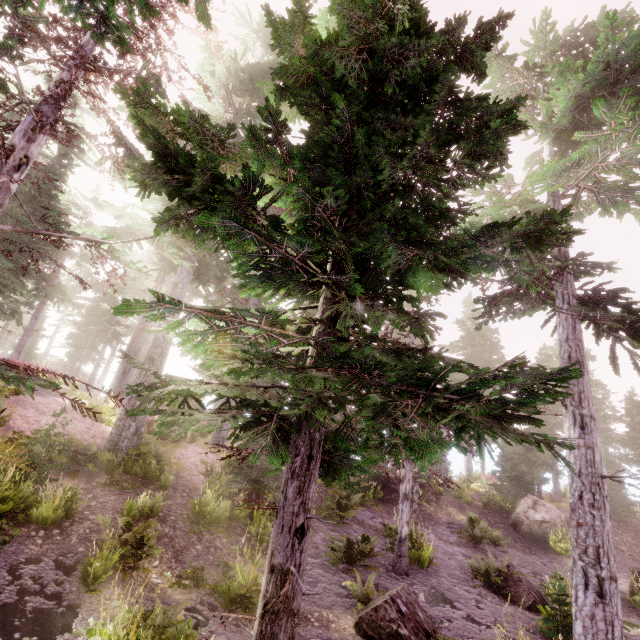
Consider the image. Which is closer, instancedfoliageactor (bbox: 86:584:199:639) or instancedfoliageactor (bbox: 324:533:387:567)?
instancedfoliageactor (bbox: 86:584:199:639)

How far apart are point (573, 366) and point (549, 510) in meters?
14.6 m

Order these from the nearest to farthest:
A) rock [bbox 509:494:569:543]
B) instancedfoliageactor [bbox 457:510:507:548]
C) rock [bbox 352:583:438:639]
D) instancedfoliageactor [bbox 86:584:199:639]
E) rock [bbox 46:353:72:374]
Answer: instancedfoliageactor [bbox 86:584:199:639] → rock [bbox 352:583:438:639] → instancedfoliageactor [bbox 457:510:507:548] → rock [bbox 509:494:569:543] → rock [bbox 46:353:72:374]

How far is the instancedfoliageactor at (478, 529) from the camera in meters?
16.5 m

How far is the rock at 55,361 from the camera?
38.6 meters

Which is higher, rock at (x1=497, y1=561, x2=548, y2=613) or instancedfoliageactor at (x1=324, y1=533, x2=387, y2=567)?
instancedfoliageactor at (x1=324, y1=533, x2=387, y2=567)

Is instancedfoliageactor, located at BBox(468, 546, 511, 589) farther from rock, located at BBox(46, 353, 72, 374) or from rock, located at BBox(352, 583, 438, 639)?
rock, located at BBox(352, 583, 438, 639)

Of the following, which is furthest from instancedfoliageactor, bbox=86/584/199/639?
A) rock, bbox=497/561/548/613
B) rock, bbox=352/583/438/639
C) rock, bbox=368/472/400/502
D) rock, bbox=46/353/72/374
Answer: rock, bbox=368/472/400/502
